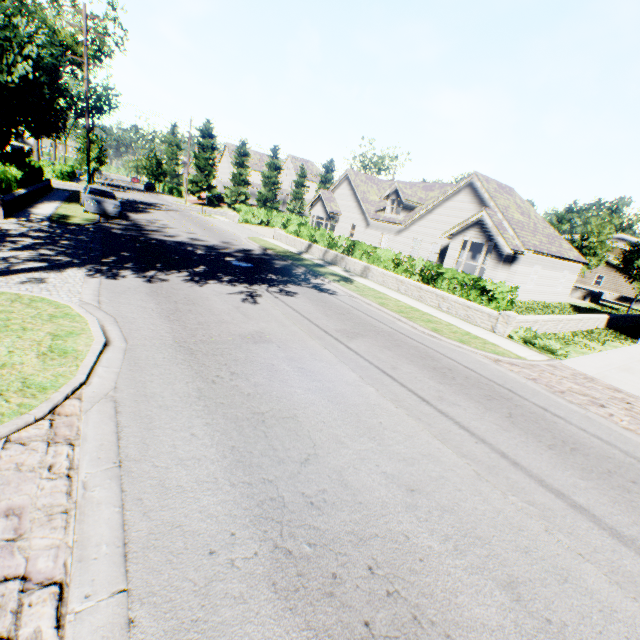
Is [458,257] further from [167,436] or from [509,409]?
[167,436]

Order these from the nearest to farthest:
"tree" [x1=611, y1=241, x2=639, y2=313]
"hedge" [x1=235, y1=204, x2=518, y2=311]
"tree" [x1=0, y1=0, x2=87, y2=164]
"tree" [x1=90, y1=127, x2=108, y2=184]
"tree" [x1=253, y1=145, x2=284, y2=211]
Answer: "hedge" [x1=235, y1=204, x2=518, y2=311], "tree" [x1=0, y1=0, x2=87, y2=164], "tree" [x1=611, y1=241, x2=639, y2=313], "tree" [x1=90, y1=127, x2=108, y2=184], "tree" [x1=253, y1=145, x2=284, y2=211]

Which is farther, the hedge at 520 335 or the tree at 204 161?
the tree at 204 161

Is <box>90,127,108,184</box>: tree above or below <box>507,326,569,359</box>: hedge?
above

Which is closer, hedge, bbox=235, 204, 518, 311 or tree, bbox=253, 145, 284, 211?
hedge, bbox=235, 204, 518, 311

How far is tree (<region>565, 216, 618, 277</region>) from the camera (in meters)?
38.94

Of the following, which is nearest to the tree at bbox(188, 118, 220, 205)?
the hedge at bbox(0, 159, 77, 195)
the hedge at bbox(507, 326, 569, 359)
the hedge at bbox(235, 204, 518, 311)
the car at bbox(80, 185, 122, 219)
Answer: the hedge at bbox(0, 159, 77, 195)

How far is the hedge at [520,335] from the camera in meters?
10.7
